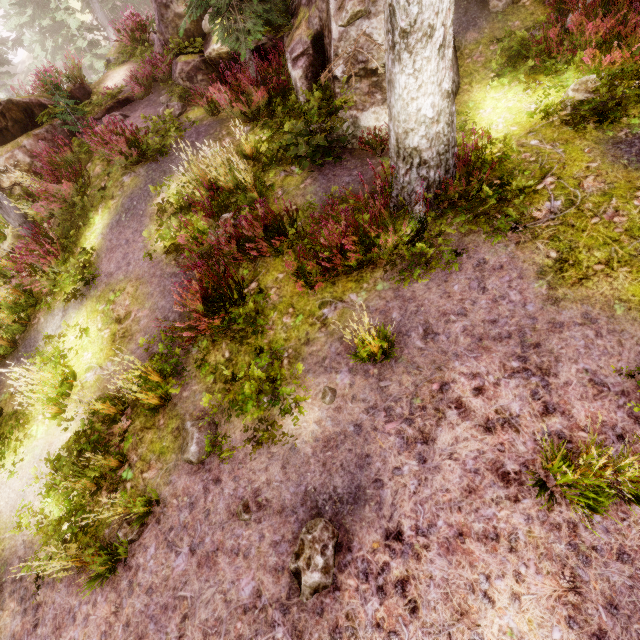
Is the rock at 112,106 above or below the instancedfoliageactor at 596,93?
above

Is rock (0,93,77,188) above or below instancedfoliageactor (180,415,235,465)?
above

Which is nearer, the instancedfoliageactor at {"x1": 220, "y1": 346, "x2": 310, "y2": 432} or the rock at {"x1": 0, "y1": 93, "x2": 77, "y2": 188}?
the instancedfoliageactor at {"x1": 220, "y1": 346, "x2": 310, "y2": 432}

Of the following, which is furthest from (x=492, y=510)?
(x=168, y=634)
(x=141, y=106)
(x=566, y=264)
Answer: (x=141, y=106)

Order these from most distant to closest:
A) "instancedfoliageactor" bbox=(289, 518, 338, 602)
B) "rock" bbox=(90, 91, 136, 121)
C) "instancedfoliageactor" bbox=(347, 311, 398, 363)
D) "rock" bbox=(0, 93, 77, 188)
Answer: "rock" bbox=(90, 91, 136, 121) → "rock" bbox=(0, 93, 77, 188) → "instancedfoliageactor" bbox=(347, 311, 398, 363) → "instancedfoliageactor" bbox=(289, 518, 338, 602)

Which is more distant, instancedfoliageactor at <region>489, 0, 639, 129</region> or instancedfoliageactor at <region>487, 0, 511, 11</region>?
instancedfoliageactor at <region>487, 0, 511, 11</region>
